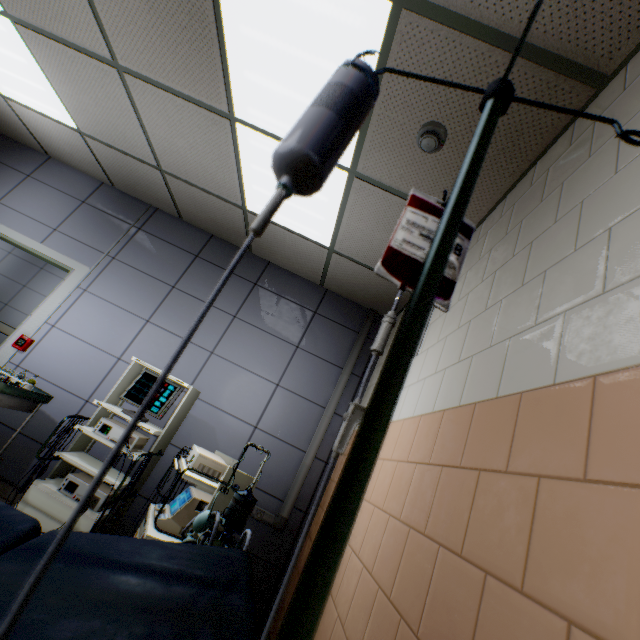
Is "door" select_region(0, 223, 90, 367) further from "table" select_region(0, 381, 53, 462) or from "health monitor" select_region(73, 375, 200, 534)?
"health monitor" select_region(73, 375, 200, 534)

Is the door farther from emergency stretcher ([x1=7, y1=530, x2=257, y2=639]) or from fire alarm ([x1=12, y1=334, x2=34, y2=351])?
emergency stretcher ([x1=7, y1=530, x2=257, y2=639])

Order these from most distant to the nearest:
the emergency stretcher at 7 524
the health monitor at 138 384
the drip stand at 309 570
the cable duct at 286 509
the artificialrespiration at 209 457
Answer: the cable duct at 286 509
the health monitor at 138 384
the artificialrespiration at 209 457
the emergency stretcher at 7 524
the drip stand at 309 570

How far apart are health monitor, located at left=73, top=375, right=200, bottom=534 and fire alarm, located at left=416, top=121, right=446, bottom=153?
2.5 meters

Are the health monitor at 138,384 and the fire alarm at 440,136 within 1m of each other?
no

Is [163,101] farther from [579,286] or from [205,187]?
[579,286]

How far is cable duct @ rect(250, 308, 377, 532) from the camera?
3.0 meters

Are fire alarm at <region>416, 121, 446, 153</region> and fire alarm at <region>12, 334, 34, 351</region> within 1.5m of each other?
no
